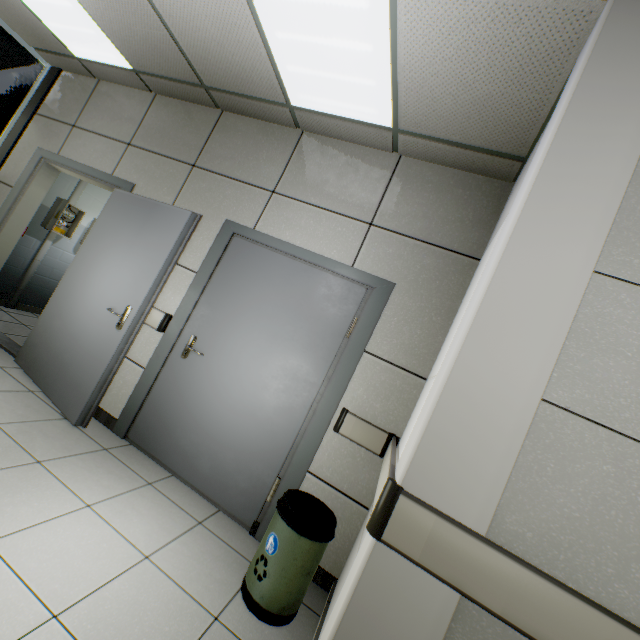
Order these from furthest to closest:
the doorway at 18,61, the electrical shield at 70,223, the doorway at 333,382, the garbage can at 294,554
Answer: the electrical shield at 70,223
the doorway at 18,61
the doorway at 333,382
the garbage can at 294,554

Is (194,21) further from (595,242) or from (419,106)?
(595,242)

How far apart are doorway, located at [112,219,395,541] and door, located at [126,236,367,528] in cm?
1

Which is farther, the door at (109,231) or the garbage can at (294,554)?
the door at (109,231)

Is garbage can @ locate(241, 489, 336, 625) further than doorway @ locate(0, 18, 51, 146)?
No

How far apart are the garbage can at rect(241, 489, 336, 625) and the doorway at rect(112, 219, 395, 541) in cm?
27

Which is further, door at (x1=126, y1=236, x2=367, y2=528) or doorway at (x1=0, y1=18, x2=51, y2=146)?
doorway at (x1=0, y1=18, x2=51, y2=146)

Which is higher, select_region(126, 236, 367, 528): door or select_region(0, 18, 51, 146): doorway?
select_region(0, 18, 51, 146): doorway
